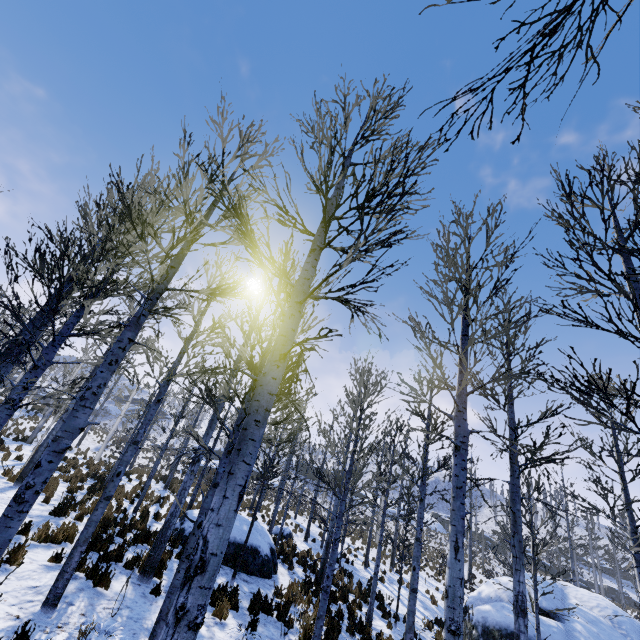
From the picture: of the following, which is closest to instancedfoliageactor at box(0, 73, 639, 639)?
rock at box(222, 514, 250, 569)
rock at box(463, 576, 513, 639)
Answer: rock at box(222, 514, 250, 569)

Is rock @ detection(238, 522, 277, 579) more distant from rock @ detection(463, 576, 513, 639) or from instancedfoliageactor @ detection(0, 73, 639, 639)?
rock @ detection(463, 576, 513, 639)

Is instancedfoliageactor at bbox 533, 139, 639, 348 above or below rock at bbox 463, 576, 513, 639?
above

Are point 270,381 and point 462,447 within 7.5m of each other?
yes

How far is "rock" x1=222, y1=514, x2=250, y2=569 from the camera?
11.09m

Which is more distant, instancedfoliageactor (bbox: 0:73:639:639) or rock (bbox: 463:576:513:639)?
rock (bbox: 463:576:513:639)

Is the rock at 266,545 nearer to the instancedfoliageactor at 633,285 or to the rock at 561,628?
the instancedfoliageactor at 633,285

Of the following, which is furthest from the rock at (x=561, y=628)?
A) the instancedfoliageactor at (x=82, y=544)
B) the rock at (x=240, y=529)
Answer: the rock at (x=240, y=529)
